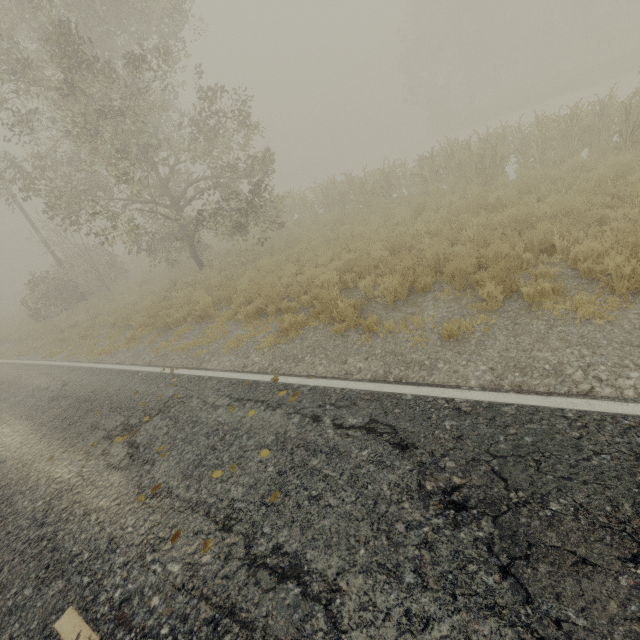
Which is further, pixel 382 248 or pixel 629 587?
pixel 382 248
